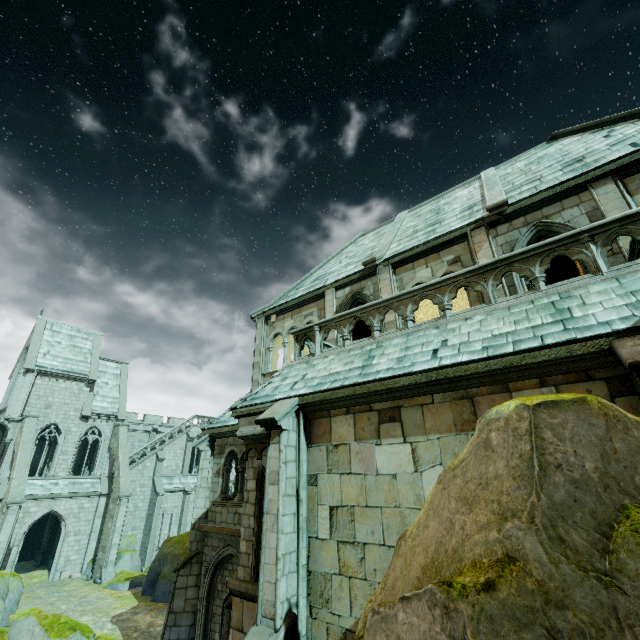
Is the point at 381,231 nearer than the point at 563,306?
No

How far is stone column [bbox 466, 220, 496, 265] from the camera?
9.9m

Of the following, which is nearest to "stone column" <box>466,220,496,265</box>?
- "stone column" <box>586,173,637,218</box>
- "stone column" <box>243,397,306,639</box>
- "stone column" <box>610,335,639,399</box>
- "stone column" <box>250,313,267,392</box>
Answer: "stone column" <box>586,173,637,218</box>

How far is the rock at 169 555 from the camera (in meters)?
20.41

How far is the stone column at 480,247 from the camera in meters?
9.9

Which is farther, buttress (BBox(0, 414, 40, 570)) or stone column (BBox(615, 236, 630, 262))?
buttress (BBox(0, 414, 40, 570))

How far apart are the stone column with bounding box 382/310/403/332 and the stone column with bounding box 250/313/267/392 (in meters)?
6.16

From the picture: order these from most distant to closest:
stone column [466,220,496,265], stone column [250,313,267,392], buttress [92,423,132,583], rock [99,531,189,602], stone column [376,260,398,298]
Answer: buttress [92,423,132,583] → rock [99,531,189,602] → stone column [250,313,267,392] → stone column [376,260,398,298] → stone column [466,220,496,265]
